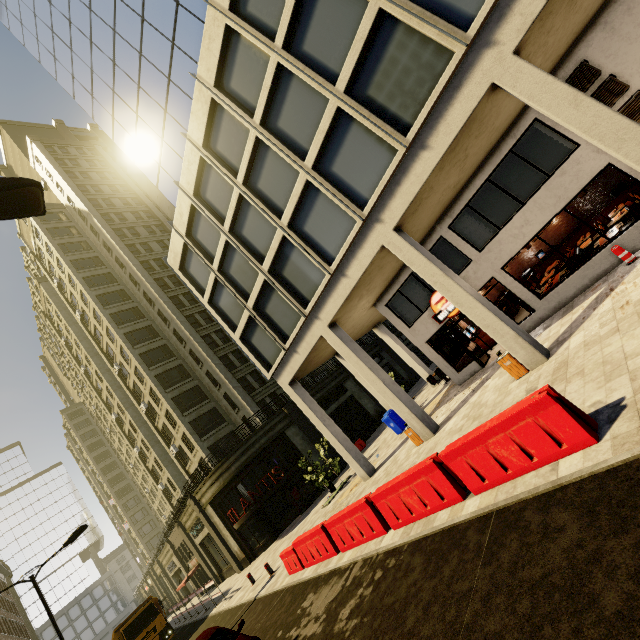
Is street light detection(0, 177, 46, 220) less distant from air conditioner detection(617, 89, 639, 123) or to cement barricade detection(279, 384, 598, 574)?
cement barricade detection(279, 384, 598, 574)

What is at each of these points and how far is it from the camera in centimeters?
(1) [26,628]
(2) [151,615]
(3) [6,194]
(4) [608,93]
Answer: (1) building, 4169cm
(2) truck, 2164cm
(3) street light, 418cm
(4) air conditioner, 970cm

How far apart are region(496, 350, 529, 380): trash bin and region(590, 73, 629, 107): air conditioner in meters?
7.4

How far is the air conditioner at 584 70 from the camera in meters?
9.8

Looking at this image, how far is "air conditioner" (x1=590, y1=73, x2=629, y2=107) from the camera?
9.5 meters

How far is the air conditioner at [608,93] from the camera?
9.5 meters

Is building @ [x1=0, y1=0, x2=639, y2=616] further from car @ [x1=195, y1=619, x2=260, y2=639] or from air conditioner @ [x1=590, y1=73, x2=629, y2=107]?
car @ [x1=195, y1=619, x2=260, y2=639]

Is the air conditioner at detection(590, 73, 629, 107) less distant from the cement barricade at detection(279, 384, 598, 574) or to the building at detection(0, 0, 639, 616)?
the building at detection(0, 0, 639, 616)
